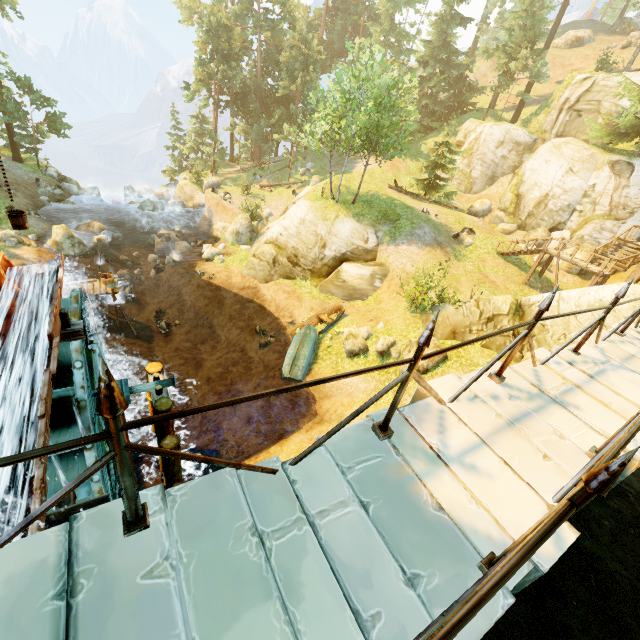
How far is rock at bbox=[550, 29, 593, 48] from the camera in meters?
44.9

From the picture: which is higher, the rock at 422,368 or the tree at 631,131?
the tree at 631,131

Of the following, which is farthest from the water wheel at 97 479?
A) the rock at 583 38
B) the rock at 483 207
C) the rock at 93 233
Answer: the rock at 583 38

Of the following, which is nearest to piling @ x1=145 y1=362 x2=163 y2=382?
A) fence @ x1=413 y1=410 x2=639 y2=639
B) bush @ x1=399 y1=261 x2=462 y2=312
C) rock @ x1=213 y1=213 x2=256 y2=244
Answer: fence @ x1=413 y1=410 x2=639 y2=639

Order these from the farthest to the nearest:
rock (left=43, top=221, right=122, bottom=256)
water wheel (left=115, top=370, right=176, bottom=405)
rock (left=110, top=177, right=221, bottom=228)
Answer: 1. rock (left=110, top=177, right=221, bottom=228)
2. rock (left=43, top=221, right=122, bottom=256)
3. water wheel (left=115, top=370, right=176, bottom=405)

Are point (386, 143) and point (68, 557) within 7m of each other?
no

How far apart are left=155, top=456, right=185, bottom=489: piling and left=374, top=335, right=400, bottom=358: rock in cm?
875

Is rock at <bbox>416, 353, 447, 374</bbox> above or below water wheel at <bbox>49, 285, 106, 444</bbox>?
below
